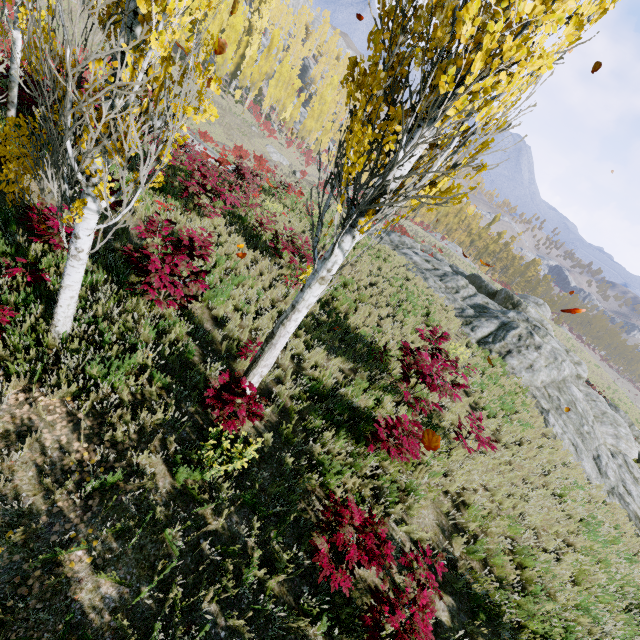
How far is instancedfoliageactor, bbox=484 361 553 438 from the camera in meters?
10.6 m

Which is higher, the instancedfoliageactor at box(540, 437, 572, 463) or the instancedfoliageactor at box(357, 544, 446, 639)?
the instancedfoliageactor at box(357, 544, 446, 639)

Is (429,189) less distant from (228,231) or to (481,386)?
(228,231)

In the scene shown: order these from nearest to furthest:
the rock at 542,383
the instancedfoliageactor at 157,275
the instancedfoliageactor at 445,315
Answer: the instancedfoliageactor at 157,275, the rock at 542,383, the instancedfoliageactor at 445,315

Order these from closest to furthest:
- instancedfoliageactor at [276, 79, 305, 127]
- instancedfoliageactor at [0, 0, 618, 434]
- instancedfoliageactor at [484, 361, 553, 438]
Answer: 1. instancedfoliageactor at [0, 0, 618, 434]
2. instancedfoliageactor at [484, 361, 553, 438]
3. instancedfoliageactor at [276, 79, 305, 127]

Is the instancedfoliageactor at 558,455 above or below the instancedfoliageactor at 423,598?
below
